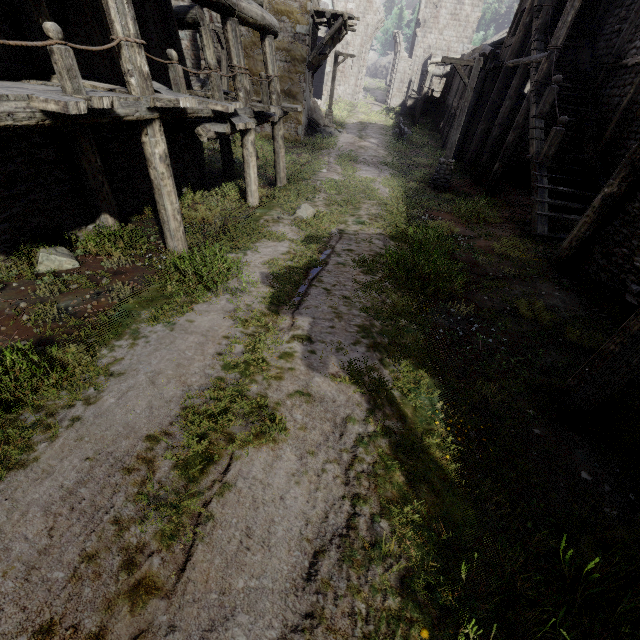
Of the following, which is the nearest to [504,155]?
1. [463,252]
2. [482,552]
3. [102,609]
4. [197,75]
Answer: [463,252]

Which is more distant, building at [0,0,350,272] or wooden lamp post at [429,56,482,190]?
wooden lamp post at [429,56,482,190]

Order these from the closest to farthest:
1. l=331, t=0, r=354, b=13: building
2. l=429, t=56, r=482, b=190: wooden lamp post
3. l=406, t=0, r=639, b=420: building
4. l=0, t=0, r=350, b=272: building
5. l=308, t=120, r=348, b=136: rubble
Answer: l=0, t=0, r=350, b=272: building
l=406, t=0, r=639, b=420: building
l=429, t=56, r=482, b=190: wooden lamp post
l=308, t=120, r=348, b=136: rubble
l=331, t=0, r=354, b=13: building

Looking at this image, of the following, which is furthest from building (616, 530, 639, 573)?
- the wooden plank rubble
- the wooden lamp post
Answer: the wooden lamp post

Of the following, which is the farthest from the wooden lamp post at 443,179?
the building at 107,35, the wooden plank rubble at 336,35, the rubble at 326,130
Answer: the rubble at 326,130

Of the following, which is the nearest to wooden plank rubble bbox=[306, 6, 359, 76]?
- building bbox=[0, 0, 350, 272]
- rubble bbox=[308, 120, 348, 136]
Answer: building bbox=[0, 0, 350, 272]

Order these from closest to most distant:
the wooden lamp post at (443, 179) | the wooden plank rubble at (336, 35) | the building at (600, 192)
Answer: the building at (600, 192) → the wooden lamp post at (443, 179) → the wooden plank rubble at (336, 35)

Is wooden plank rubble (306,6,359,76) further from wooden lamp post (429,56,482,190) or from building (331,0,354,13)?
wooden lamp post (429,56,482,190)
